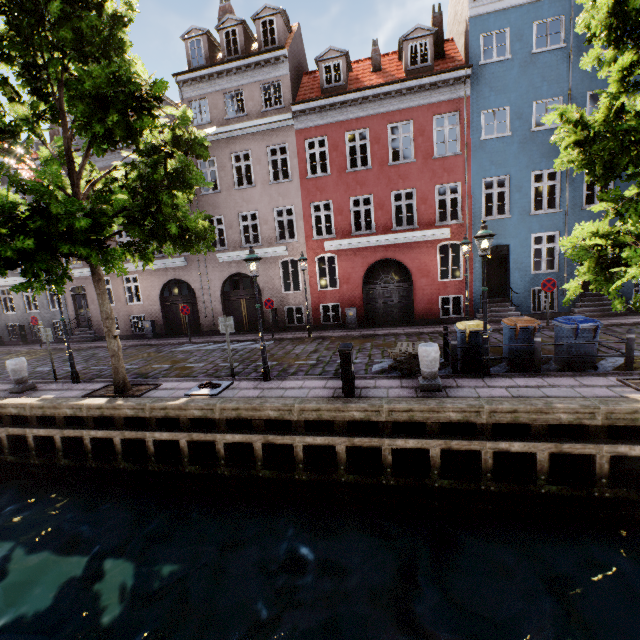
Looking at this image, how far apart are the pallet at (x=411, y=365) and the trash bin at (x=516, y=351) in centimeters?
198cm

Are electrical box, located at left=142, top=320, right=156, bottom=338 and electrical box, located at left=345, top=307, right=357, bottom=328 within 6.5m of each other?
no

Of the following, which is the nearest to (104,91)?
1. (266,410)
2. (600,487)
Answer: (266,410)

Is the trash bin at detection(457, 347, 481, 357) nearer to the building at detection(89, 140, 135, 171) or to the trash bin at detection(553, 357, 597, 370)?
the trash bin at detection(553, 357, 597, 370)

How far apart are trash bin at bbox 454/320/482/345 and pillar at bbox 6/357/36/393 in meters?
13.8 m

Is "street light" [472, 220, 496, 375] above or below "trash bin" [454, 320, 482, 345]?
above

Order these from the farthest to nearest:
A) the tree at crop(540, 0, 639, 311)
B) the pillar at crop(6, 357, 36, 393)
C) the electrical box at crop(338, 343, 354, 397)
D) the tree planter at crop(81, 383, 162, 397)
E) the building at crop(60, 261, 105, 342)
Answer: the building at crop(60, 261, 105, 342)
the pillar at crop(6, 357, 36, 393)
the tree planter at crop(81, 383, 162, 397)
the electrical box at crop(338, 343, 354, 397)
the tree at crop(540, 0, 639, 311)

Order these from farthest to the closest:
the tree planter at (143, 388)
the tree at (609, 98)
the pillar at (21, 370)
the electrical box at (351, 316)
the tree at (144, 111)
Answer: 1. the electrical box at (351, 316)
2. the pillar at (21, 370)
3. the tree planter at (143, 388)
4. the tree at (144, 111)
5. the tree at (609, 98)
